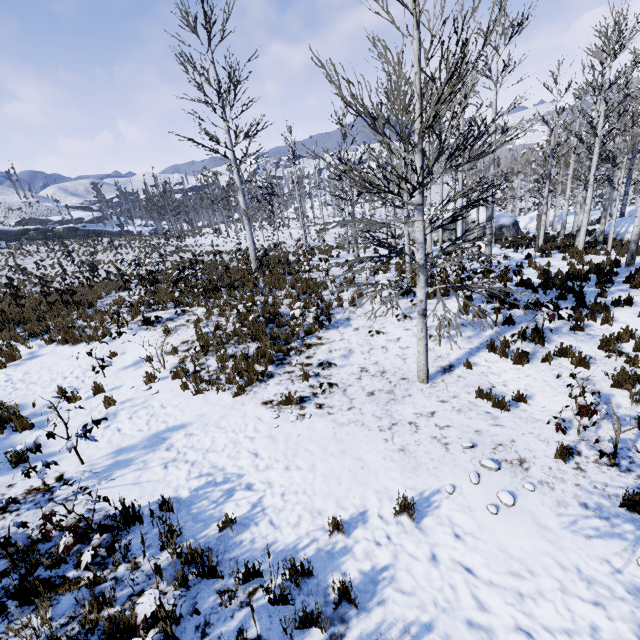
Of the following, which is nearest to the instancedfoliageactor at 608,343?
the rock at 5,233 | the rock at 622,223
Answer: the rock at 622,223

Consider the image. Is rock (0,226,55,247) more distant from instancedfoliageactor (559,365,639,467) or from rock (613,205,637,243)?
instancedfoliageactor (559,365,639,467)

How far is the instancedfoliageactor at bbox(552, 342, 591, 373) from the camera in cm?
697

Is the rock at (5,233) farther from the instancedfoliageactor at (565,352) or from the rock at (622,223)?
the instancedfoliageactor at (565,352)

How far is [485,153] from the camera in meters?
41.8 m

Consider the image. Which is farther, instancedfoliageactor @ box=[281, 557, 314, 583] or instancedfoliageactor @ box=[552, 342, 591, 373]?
instancedfoliageactor @ box=[552, 342, 591, 373]

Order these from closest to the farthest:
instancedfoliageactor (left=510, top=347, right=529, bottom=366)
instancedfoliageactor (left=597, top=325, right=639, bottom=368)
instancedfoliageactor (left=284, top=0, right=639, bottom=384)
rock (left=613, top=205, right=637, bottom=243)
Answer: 1. instancedfoliageactor (left=284, top=0, right=639, bottom=384)
2. instancedfoliageactor (left=597, top=325, right=639, bottom=368)
3. instancedfoliageactor (left=510, top=347, right=529, bottom=366)
4. rock (left=613, top=205, right=637, bottom=243)
